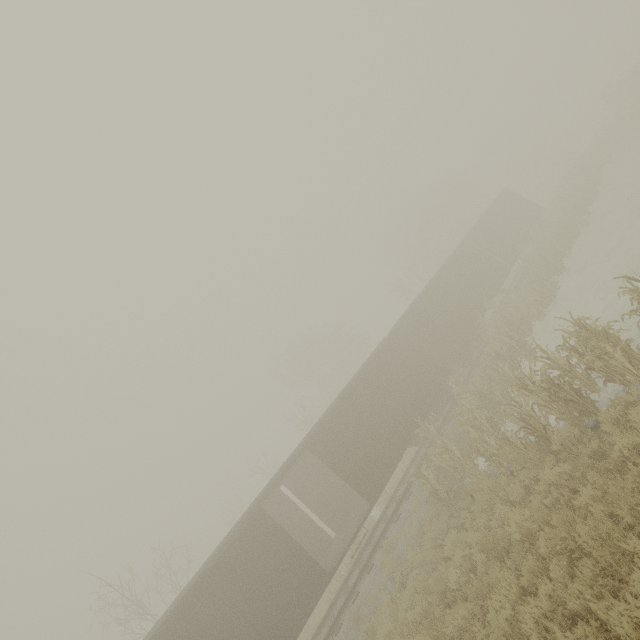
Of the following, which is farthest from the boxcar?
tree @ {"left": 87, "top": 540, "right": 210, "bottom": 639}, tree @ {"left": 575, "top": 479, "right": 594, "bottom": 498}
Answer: tree @ {"left": 87, "top": 540, "right": 210, "bottom": 639}

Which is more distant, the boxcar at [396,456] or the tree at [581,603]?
the boxcar at [396,456]

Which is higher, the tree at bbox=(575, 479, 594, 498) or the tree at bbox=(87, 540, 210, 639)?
the tree at bbox=(87, 540, 210, 639)

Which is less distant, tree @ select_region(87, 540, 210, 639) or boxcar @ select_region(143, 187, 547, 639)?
boxcar @ select_region(143, 187, 547, 639)

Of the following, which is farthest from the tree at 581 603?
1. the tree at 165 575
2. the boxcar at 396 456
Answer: the tree at 165 575

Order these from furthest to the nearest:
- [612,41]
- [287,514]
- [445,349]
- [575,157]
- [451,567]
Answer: [612,41]
[575,157]
[445,349]
[287,514]
[451,567]

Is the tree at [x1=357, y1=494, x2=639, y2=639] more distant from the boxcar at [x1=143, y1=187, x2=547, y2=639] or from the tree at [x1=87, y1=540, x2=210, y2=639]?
the tree at [x1=87, y1=540, x2=210, y2=639]
